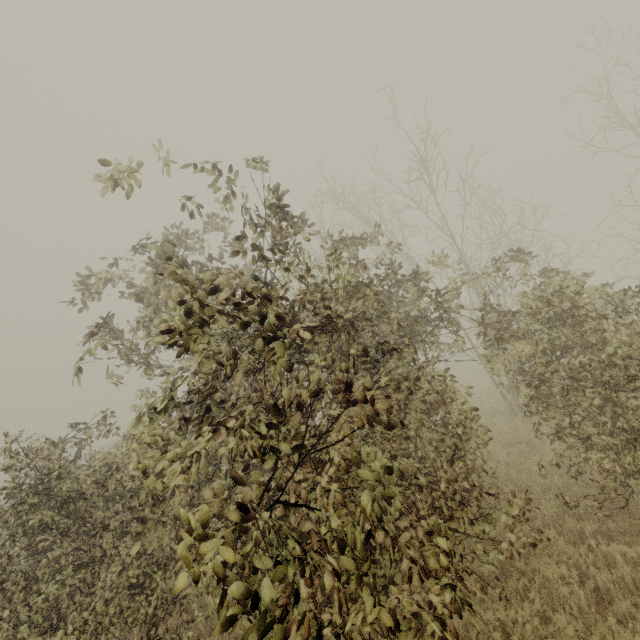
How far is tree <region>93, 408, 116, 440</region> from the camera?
5.7 meters

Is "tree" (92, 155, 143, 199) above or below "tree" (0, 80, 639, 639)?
above

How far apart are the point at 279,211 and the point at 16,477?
5.8m

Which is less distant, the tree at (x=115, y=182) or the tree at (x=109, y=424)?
the tree at (x=115, y=182)

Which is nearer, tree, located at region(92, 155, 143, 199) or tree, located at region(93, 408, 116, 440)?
tree, located at region(92, 155, 143, 199)

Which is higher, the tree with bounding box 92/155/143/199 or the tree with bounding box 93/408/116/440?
the tree with bounding box 92/155/143/199

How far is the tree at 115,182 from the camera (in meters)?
2.59
